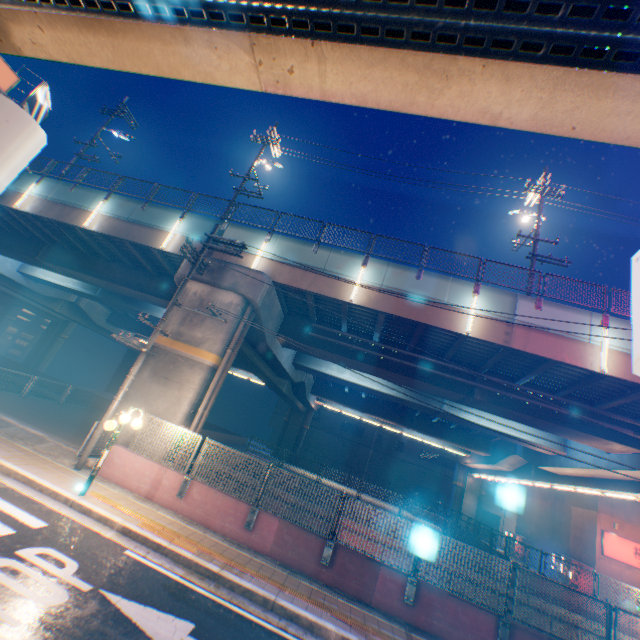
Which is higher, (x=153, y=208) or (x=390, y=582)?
(x=153, y=208)

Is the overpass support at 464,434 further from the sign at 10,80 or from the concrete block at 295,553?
the sign at 10,80

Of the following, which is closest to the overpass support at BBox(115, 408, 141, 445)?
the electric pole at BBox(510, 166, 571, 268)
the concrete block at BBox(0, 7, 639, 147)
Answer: the electric pole at BBox(510, 166, 571, 268)

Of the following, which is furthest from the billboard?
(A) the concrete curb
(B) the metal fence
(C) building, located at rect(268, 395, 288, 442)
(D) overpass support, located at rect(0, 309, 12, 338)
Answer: (D) overpass support, located at rect(0, 309, 12, 338)

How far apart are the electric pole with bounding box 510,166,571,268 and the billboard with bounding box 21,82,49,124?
23.71m

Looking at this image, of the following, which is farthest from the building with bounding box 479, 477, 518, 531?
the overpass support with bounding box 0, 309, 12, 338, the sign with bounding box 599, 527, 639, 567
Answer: the overpass support with bounding box 0, 309, 12, 338

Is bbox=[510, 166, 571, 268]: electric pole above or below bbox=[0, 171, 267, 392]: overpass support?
above

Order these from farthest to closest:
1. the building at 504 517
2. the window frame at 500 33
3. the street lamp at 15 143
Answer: the building at 504 517, the street lamp at 15 143, the window frame at 500 33
